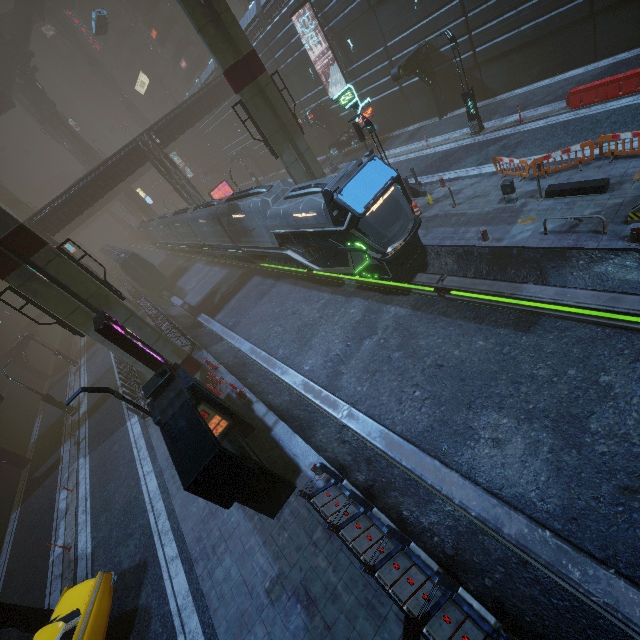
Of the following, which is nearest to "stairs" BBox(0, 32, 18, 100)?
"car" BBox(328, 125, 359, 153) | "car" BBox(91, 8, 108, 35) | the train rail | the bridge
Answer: the bridge

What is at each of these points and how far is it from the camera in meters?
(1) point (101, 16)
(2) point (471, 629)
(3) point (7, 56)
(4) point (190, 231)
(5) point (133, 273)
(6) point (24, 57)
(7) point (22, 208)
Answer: (1) car, 38.2
(2) building, 5.7
(3) stairs, 48.2
(4) train, 31.0
(5) train, 35.2
(6) building structure, 48.8
(7) sm, 56.4

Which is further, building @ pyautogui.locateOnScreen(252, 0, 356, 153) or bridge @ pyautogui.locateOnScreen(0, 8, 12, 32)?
bridge @ pyautogui.locateOnScreen(0, 8, 12, 32)

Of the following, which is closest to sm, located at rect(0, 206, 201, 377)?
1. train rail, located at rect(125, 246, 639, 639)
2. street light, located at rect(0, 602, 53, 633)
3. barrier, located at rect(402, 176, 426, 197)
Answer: train rail, located at rect(125, 246, 639, 639)

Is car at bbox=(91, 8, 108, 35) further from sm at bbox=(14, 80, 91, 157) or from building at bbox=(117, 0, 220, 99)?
sm at bbox=(14, 80, 91, 157)

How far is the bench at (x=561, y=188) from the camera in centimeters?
1095cm

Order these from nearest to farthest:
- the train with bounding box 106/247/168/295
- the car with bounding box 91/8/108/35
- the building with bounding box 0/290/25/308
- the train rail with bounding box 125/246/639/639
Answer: the train rail with bounding box 125/246/639/639
the train with bounding box 106/247/168/295
the car with bounding box 91/8/108/35
the building with bounding box 0/290/25/308

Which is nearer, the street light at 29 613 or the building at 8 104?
the street light at 29 613
